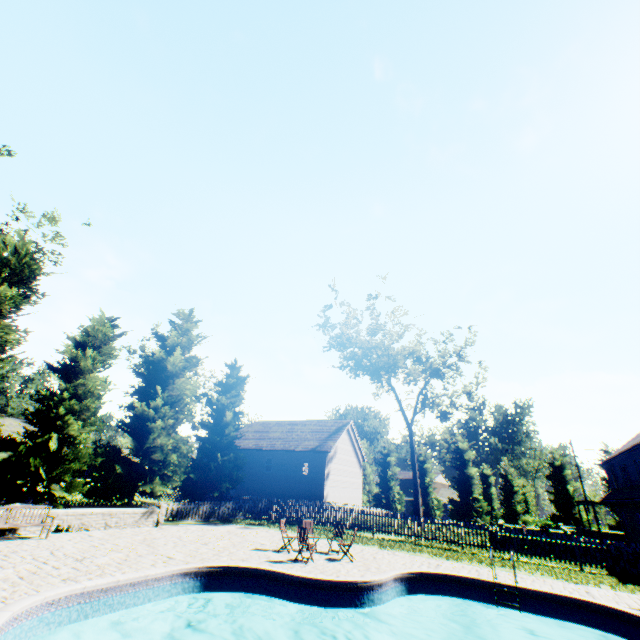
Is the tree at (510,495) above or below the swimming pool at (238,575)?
above

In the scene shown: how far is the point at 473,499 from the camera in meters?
42.1 m

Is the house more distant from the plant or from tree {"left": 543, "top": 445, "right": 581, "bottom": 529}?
the plant

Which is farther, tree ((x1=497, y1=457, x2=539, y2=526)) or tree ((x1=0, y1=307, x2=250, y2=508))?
tree ((x1=497, y1=457, x2=539, y2=526))

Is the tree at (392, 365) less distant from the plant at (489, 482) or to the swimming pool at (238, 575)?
the plant at (489, 482)

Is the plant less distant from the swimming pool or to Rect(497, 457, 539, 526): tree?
Rect(497, 457, 539, 526): tree

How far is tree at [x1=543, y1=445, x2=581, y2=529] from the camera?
37.22m
